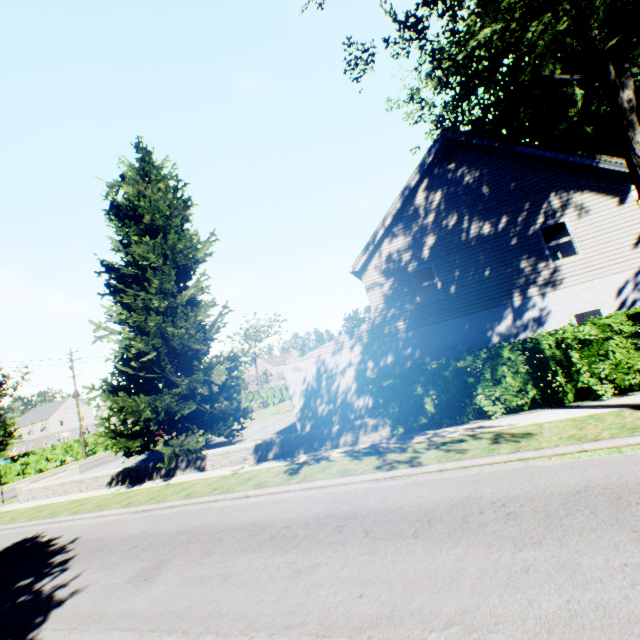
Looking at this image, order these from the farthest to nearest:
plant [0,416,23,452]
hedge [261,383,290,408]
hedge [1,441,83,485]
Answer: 1. plant [0,416,23,452]
2. hedge [261,383,290,408]
3. hedge [1,441,83,485]

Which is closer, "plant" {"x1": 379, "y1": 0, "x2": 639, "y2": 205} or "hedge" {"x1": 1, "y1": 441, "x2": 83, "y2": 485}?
"plant" {"x1": 379, "y1": 0, "x2": 639, "y2": 205}

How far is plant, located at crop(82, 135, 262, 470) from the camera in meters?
13.1

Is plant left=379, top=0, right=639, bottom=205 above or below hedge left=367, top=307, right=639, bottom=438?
above

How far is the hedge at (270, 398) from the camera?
39.3m

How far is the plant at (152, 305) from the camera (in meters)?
13.06

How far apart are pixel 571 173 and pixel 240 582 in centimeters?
1623cm
